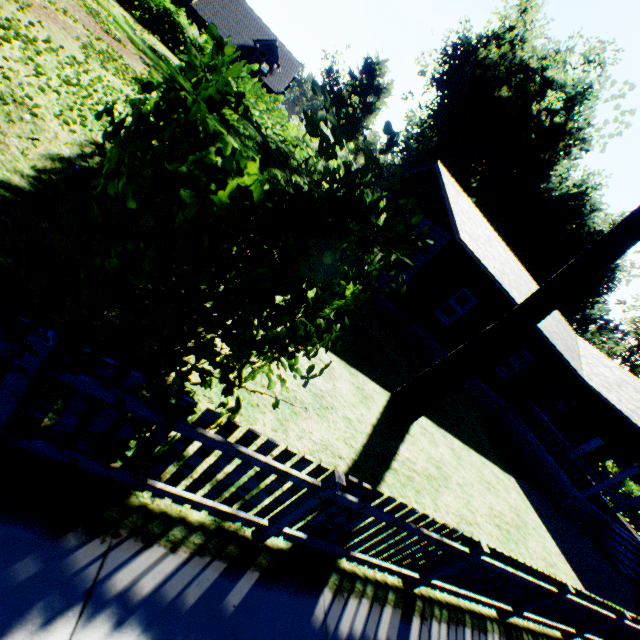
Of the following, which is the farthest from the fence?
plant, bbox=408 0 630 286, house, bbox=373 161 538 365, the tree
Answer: plant, bbox=408 0 630 286

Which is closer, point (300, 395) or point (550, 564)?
point (300, 395)

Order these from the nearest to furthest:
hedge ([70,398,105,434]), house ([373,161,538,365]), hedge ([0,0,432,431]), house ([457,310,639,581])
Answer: hedge ([0,0,432,431]) < hedge ([70,398,105,434]) < house ([373,161,538,365]) < house ([457,310,639,581])

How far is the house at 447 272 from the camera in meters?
12.3

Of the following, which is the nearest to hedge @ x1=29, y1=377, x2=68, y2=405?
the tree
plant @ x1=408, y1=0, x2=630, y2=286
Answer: the tree

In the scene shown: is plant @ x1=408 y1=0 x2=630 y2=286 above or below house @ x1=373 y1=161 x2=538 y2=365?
above

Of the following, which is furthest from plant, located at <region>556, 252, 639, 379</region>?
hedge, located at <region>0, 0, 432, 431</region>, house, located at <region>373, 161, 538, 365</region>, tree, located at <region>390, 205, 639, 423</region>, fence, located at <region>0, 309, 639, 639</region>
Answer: fence, located at <region>0, 309, 639, 639</region>

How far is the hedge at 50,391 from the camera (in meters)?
2.12
